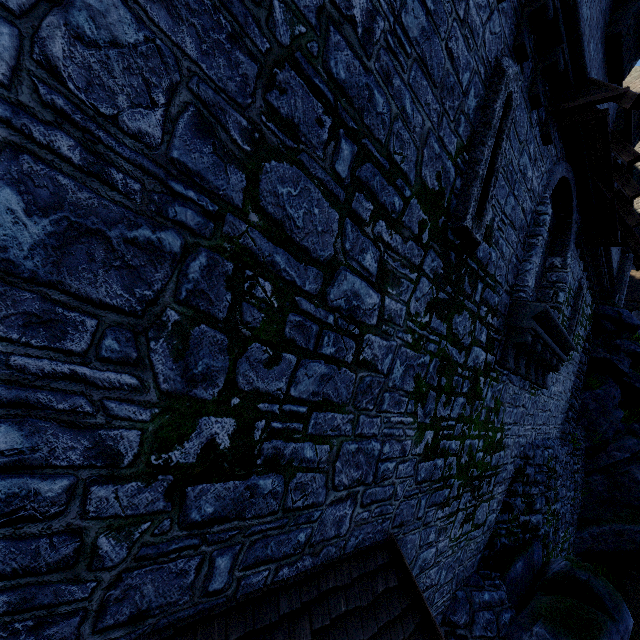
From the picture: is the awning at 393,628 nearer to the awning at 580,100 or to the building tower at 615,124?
the building tower at 615,124

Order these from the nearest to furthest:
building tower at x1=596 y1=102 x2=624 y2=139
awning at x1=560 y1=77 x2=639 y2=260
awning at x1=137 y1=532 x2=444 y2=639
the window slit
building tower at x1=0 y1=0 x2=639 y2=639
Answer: building tower at x1=0 y1=0 x2=639 y2=639
awning at x1=137 y1=532 x2=444 y2=639
the window slit
awning at x1=560 y1=77 x2=639 y2=260
building tower at x1=596 y1=102 x2=624 y2=139

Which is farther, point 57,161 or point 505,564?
point 505,564

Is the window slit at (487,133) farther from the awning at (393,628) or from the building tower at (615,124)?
the awning at (393,628)

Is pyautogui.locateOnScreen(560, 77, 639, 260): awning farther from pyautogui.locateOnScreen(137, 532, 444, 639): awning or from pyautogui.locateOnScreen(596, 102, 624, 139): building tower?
pyautogui.locateOnScreen(137, 532, 444, 639): awning

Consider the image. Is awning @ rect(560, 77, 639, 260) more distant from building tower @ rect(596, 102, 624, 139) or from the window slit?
the window slit

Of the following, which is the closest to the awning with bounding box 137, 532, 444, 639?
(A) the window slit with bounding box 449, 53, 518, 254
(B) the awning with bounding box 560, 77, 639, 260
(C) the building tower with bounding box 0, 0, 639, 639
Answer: (C) the building tower with bounding box 0, 0, 639, 639
